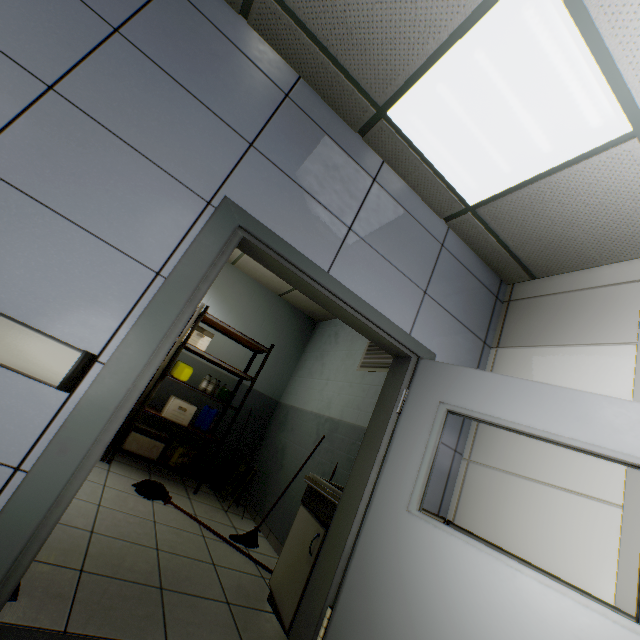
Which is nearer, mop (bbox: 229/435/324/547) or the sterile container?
mop (bbox: 229/435/324/547)

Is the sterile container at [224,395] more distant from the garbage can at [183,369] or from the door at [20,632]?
the door at [20,632]

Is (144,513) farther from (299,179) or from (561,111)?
(561,111)

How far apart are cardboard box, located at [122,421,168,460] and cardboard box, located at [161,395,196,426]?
0.26m

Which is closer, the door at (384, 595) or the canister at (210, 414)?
the door at (384, 595)

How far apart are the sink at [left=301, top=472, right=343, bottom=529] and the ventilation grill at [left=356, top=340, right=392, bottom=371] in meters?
1.5

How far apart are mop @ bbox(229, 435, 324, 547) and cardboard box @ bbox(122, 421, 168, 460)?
0.6m

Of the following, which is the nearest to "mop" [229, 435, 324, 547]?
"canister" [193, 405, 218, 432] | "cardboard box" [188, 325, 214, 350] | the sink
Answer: the sink
